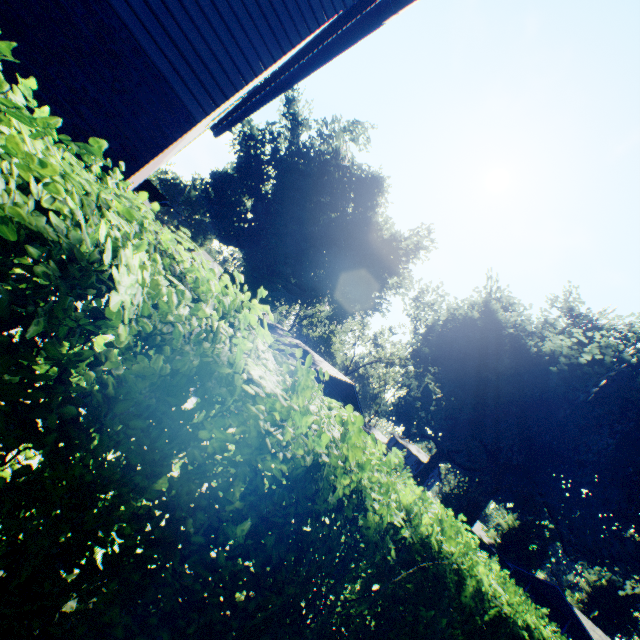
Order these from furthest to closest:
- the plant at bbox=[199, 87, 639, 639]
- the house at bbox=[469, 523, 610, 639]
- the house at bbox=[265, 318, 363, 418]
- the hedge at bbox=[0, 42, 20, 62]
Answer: the house at bbox=[469, 523, 610, 639], the house at bbox=[265, 318, 363, 418], the plant at bbox=[199, 87, 639, 639], the hedge at bbox=[0, 42, 20, 62]

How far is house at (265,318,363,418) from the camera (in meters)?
33.72

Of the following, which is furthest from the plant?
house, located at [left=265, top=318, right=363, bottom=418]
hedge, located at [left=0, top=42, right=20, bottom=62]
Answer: hedge, located at [left=0, top=42, right=20, bottom=62]

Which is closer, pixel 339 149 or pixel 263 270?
pixel 339 149

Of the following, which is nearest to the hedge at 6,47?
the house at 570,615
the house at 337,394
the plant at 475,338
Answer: the plant at 475,338

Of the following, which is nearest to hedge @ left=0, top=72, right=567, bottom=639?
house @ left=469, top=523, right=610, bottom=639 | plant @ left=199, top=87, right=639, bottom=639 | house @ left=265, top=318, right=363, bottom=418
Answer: plant @ left=199, top=87, right=639, bottom=639

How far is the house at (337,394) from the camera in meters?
33.7 m

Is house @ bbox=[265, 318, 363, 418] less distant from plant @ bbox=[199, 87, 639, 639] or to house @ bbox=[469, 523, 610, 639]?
plant @ bbox=[199, 87, 639, 639]
